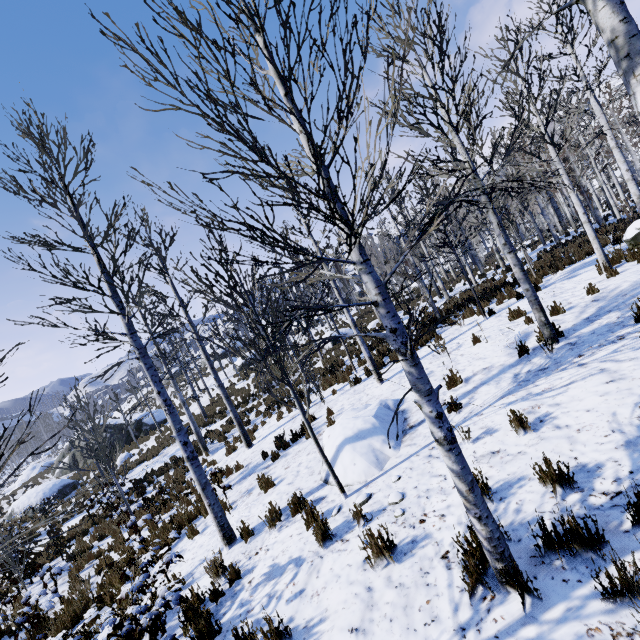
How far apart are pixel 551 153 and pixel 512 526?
9.41m

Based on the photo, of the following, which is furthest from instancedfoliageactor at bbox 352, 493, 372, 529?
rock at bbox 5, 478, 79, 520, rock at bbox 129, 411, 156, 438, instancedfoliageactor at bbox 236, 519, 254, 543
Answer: rock at bbox 129, 411, 156, 438

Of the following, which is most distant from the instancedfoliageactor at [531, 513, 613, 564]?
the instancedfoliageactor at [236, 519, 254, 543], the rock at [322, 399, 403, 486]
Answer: the instancedfoliageactor at [236, 519, 254, 543]

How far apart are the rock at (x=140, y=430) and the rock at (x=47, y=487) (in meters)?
3.99

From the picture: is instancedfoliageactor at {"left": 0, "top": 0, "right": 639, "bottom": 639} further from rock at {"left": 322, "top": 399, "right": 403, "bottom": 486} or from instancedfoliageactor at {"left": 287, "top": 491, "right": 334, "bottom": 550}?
rock at {"left": 322, "top": 399, "right": 403, "bottom": 486}

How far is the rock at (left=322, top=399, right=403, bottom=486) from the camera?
5.5 meters

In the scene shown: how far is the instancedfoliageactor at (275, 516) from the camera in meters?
5.5

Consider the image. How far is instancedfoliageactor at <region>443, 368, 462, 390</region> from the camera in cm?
680
